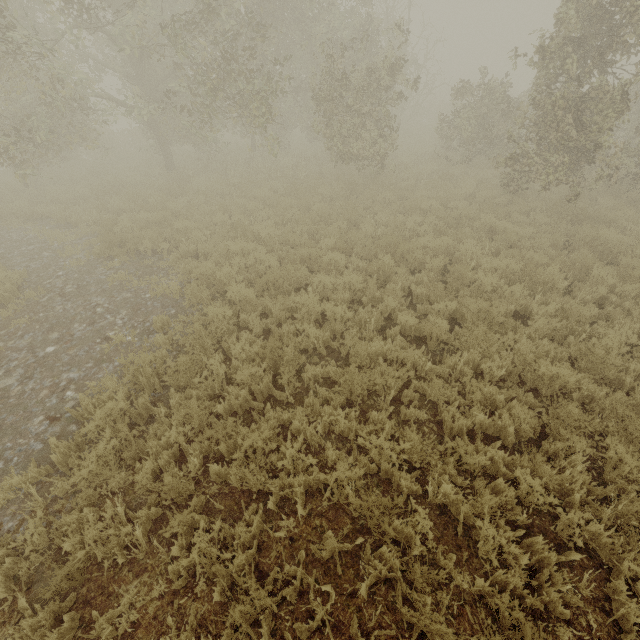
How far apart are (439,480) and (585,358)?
3.39m
